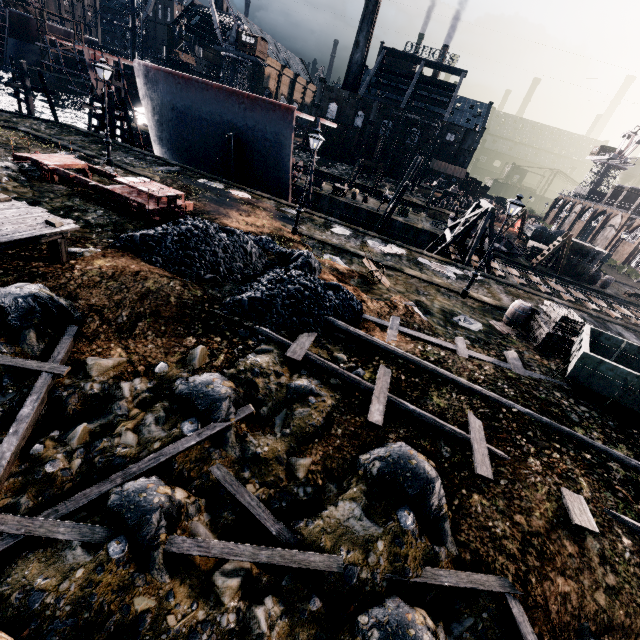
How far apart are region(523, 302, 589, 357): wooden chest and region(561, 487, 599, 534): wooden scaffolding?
8.8m

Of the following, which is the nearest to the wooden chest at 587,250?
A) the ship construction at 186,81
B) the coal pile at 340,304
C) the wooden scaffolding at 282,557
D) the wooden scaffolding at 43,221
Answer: the ship construction at 186,81

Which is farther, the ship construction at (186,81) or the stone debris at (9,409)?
the ship construction at (186,81)

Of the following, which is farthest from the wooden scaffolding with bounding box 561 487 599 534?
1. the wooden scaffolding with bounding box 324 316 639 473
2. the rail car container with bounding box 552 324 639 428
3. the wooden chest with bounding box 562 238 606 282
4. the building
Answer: the building

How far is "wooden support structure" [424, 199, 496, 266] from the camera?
26.16m

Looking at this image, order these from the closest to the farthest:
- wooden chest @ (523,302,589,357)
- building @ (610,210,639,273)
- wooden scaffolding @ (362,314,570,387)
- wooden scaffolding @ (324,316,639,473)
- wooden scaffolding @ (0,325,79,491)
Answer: wooden scaffolding @ (0,325,79,491) → wooden scaffolding @ (324,316,639,473) → wooden scaffolding @ (362,314,570,387) → wooden chest @ (523,302,589,357) → building @ (610,210,639,273)

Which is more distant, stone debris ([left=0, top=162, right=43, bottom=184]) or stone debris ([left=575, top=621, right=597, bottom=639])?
stone debris ([left=0, top=162, right=43, bottom=184])

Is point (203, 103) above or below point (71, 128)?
above
